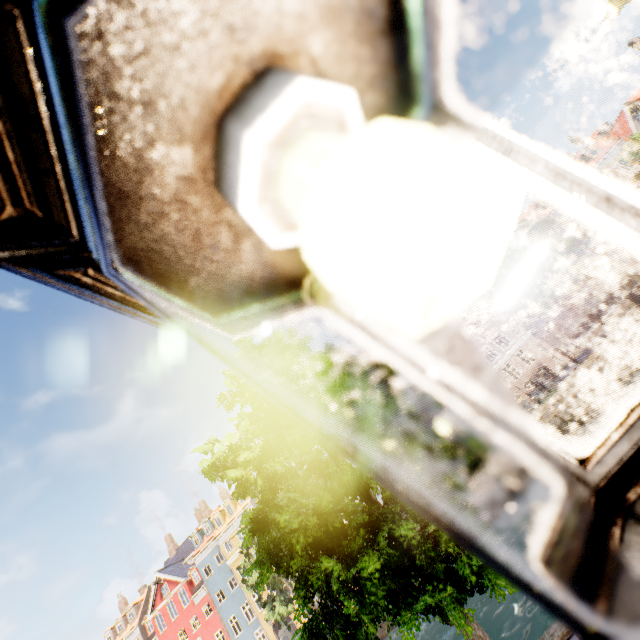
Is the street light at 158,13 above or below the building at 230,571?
below

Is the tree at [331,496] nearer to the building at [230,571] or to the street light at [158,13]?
the street light at [158,13]

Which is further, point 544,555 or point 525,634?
point 525,634

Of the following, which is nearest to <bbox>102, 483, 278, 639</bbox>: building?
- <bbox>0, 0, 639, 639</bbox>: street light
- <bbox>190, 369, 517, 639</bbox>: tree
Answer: <bbox>190, 369, 517, 639</bbox>: tree

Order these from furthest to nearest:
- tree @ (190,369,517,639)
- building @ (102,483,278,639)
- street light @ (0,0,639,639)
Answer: building @ (102,483,278,639), tree @ (190,369,517,639), street light @ (0,0,639,639)

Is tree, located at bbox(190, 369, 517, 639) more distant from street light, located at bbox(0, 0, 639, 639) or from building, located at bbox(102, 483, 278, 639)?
building, located at bbox(102, 483, 278, 639)
